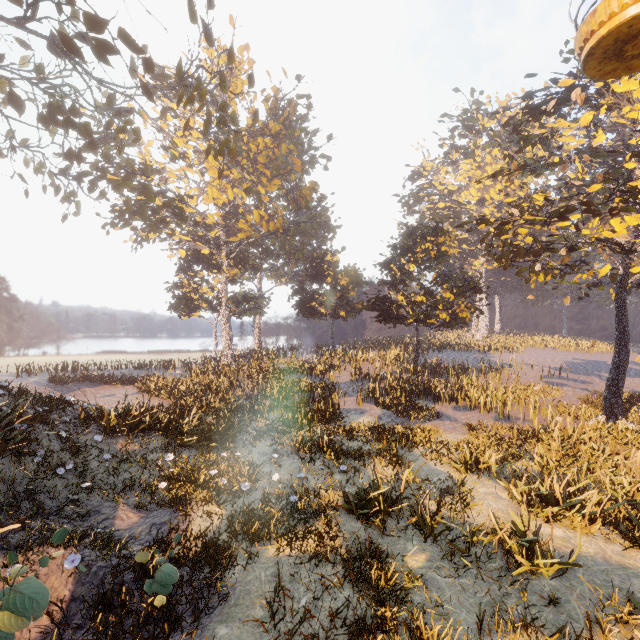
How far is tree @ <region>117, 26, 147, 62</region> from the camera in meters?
10.2 m

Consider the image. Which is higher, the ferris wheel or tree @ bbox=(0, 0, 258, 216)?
tree @ bbox=(0, 0, 258, 216)

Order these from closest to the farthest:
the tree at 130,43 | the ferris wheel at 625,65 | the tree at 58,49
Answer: the ferris wheel at 625,65 < the tree at 130,43 < the tree at 58,49

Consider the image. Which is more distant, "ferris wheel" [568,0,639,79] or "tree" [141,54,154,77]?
"tree" [141,54,154,77]

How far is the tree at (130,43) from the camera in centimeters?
1023cm

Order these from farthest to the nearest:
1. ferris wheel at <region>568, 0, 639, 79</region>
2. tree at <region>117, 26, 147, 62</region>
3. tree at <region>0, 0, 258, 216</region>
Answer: tree at <region>0, 0, 258, 216</region>
tree at <region>117, 26, 147, 62</region>
ferris wheel at <region>568, 0, 639, 79</region>

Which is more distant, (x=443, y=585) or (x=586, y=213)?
(x=586, y=213)
